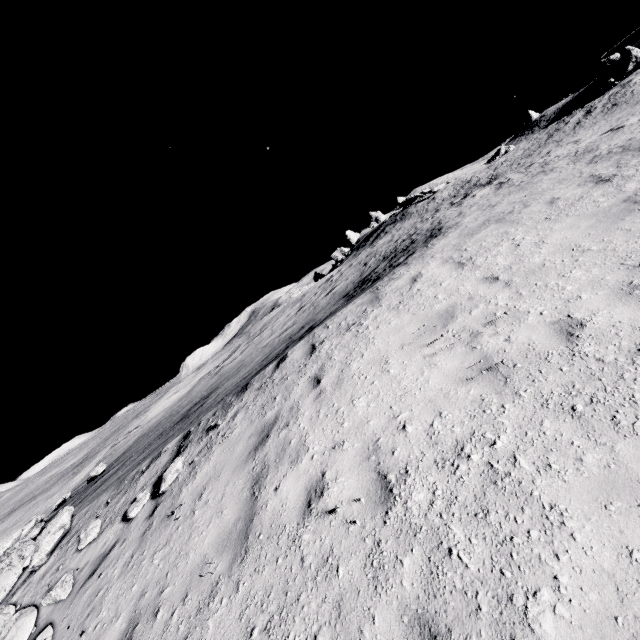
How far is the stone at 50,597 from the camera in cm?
571

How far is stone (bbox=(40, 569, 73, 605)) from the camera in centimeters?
571cm

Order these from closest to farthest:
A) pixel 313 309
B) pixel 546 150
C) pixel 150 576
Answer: pixel 150 576 → pixel 313 309 → pixel 546 150

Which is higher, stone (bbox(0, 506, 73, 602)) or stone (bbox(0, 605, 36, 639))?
stone (bbox(0, 506, 73, 602))

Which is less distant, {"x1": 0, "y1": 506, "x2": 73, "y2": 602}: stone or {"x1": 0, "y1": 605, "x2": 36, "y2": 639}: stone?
{"x1": 0, "y1": 605, "x2": 36, "y2": 639}: stone

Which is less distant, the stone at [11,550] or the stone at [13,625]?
the stone at [13,625]
